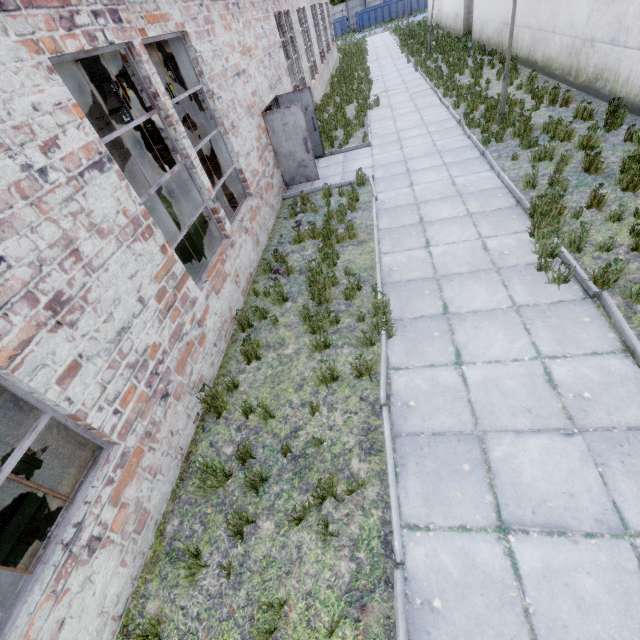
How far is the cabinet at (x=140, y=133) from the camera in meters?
20.3

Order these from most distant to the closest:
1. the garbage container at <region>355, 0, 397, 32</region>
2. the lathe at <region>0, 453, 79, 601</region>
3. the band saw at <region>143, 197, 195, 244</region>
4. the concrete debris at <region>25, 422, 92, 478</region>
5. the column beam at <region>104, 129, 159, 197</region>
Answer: the garbage container at <region>355, 0, 397, 32</region>
the column beam at <region>104, 129, 159, 197</region>
the band saw at <region>143, 197, 195, 244</region>
the concrete debris at <region>25, 422, 92, 478</region>
the lathe at <region>0, 453, 79, 601</region>

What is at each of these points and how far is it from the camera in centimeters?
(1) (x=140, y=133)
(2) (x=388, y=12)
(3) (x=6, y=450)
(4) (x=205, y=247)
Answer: (1) cabinet, 2044cm
(2) garbage container, 4625cm
(3) lathe, 348cm
(4) band saw, 694cm

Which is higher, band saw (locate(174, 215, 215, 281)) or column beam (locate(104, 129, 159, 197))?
column beam (locate(104, 129, 159, 197))

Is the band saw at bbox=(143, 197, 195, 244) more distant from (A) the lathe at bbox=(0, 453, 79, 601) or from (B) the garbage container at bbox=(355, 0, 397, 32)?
(B) the garbage container at bbox=(355, 0, 397, 32)

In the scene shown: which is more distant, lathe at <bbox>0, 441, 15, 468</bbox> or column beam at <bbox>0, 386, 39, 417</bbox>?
column beam at <bbox>0, 386, 39, 417</bbox>

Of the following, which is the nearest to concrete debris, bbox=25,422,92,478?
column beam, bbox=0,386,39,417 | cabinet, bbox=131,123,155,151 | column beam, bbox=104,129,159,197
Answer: column beam, bbox=0,386,39,417

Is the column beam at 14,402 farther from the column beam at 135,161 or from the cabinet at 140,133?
the cabinet at 140,133
